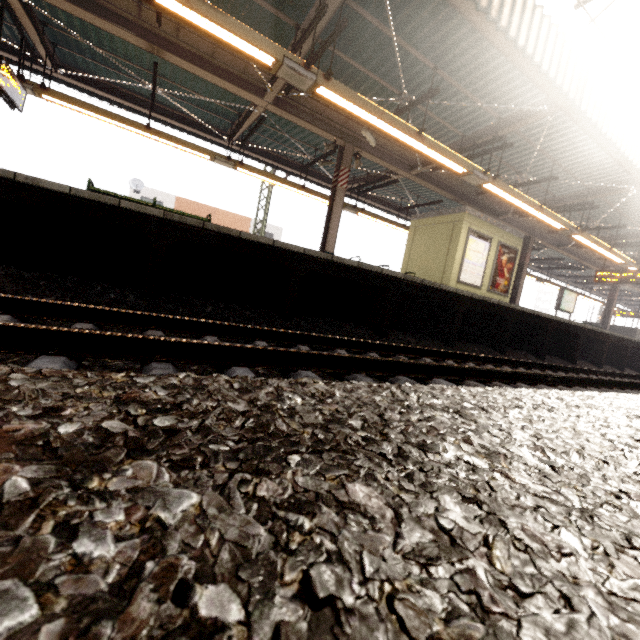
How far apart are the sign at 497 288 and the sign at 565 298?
6.4m

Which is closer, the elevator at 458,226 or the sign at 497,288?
the elevator at 458,226

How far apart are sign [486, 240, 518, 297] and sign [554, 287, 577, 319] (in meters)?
6.41

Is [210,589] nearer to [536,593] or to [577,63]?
[536,593]

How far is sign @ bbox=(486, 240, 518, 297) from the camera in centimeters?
1123cm

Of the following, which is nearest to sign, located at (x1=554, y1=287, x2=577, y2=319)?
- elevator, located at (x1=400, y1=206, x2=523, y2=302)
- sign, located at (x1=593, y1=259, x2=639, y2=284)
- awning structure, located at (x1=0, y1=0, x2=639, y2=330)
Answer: awning structure, located at (x1=0, y1=0, x2=639, y2=330)

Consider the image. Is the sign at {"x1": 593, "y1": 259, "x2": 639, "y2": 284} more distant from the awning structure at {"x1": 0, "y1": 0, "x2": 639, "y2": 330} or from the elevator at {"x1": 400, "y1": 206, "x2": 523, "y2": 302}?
the elevator at {"x1": 400, "y1": 206, "x2": 523, "y2": 302}

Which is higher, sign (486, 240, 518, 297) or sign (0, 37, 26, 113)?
sign (0, 37, 26, 113)
